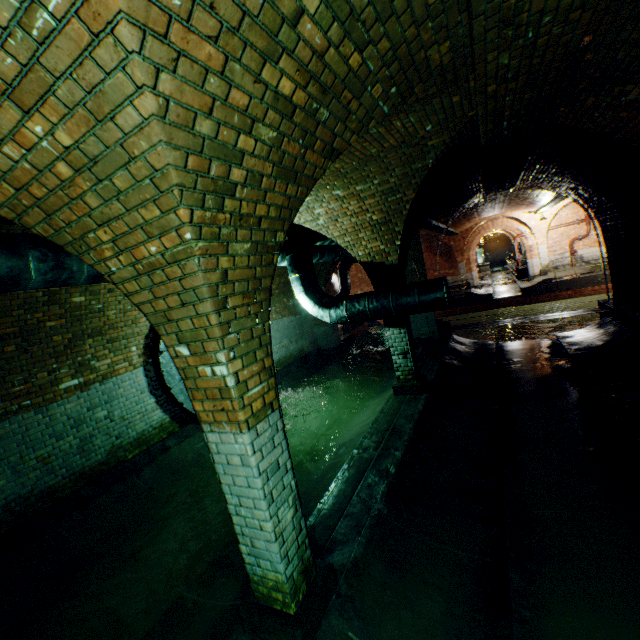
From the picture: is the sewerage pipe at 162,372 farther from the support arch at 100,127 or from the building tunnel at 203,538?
the support arch at 100,127

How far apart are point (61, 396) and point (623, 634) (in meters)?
7.60

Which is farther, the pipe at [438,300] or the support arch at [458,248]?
the support arch at [458,248]

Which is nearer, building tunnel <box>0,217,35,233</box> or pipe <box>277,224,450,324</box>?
building tunnel <box>0,217,35,233</box>

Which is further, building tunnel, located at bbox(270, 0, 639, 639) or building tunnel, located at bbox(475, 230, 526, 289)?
building tunnel, located at bbox(475, 230, 526, 289)

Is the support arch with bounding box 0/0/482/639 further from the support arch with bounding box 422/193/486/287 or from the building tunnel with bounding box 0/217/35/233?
the support arch with bounding box 422/193/486/287

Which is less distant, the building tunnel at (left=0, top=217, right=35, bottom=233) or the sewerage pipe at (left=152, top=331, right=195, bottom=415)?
the building tunnel at (left=0, top=217, right=35, bottom=233)

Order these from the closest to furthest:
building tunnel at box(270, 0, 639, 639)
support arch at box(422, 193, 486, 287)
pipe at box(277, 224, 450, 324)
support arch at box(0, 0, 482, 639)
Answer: support arch at box(0, 0, 482, 639) < building tunnel at box(270, 0, 639, 639) < pipe at box(277, 224, 450, 324) < support arch at box(422, 193, 486, 287)
